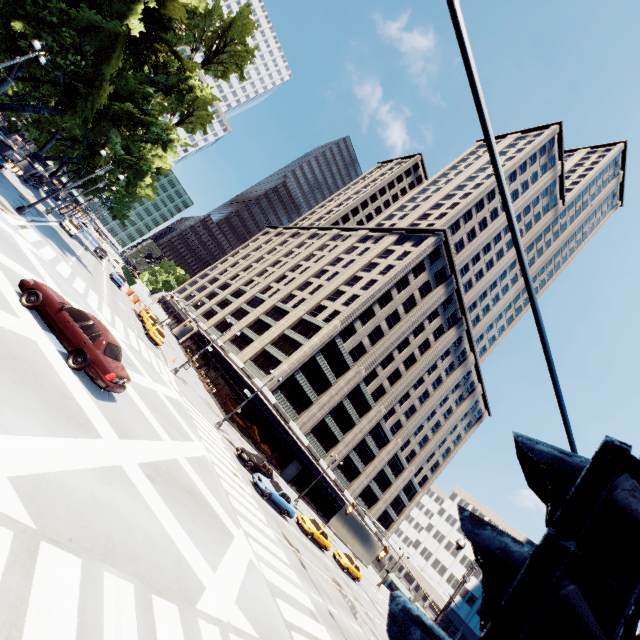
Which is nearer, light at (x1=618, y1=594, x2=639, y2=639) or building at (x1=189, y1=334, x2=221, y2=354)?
light at (x1=618, y1=594, x2=639, y2=639)

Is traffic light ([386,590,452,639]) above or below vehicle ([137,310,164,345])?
above

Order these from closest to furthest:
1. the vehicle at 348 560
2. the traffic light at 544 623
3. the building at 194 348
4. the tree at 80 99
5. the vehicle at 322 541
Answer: the traffic light at 544 623 < the tree at 80 99 < the vehicle at 322 541 < the vehicle at 348 560 < the building at 194 348

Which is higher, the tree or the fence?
the tree

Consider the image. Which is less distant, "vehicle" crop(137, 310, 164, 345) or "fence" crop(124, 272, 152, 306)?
"vehicle" crop(137, 310, 164, 345)

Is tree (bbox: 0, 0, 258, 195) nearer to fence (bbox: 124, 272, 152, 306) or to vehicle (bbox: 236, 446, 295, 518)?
fence (bbox: 124, 272, 152, 306)

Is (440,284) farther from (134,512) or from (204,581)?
(134,512)

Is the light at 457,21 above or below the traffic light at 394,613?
above
